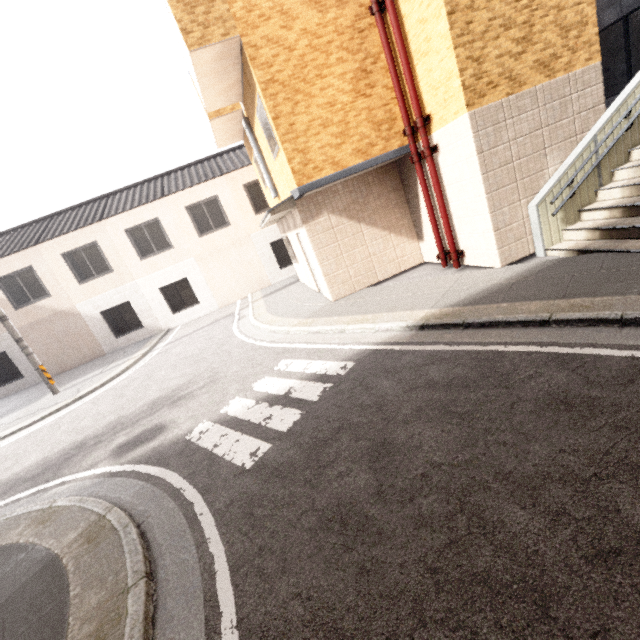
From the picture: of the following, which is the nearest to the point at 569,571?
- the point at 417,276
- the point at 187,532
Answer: the point at 187,532

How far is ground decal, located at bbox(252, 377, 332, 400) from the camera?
4.95m

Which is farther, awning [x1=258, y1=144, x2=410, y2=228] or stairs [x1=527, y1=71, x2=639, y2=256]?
awning [x1=258, y1=144, x2=410, y2=228]

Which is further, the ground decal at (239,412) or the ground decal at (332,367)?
the ground decal at (332,367)

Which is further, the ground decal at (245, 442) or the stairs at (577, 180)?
the stairs at (577, 180)

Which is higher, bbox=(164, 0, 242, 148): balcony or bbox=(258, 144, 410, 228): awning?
bbox=(164, 0, 242, 148): balcony

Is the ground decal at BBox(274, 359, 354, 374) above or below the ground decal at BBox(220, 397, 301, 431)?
above
